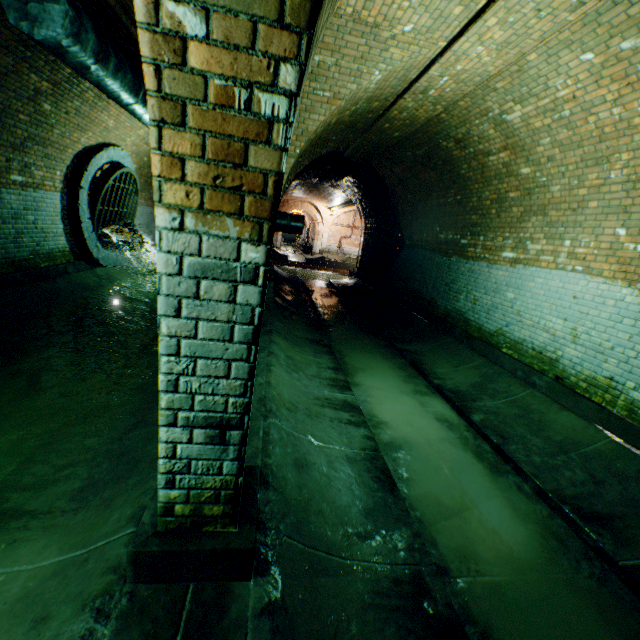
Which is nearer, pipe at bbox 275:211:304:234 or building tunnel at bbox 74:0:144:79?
building tunnel at bbox 74:0:144:79

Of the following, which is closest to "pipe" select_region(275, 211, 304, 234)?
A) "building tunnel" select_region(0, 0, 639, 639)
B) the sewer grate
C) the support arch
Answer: "building tunnel" select_region(0, 0, 639, 639)

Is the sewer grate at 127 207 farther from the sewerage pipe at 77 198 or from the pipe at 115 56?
the pipe at 115 56

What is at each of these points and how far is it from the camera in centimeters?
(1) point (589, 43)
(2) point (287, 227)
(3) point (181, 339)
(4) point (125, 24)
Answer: (1) building tunnel, 344cm
(2) pipe, 1055cm
(3) support arch, 143cm
(4) building tunnel, 446cm

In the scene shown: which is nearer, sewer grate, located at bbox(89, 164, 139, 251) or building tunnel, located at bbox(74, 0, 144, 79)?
building tunnel, located at bbox(74, 0, 144, 79)

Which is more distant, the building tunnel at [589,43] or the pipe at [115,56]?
the pipe at [115,56]

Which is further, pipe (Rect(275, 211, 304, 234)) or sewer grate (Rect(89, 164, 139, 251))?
pipe (Rect(275, 211, 304, 234))
